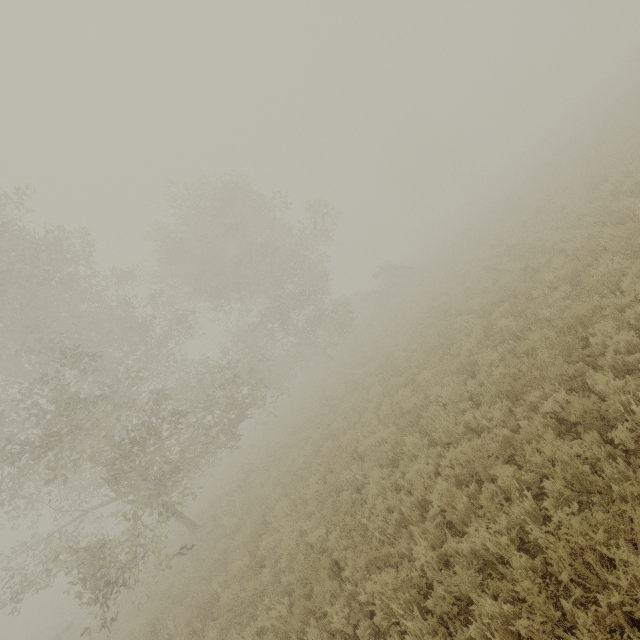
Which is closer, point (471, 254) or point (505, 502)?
point (505, 502)
